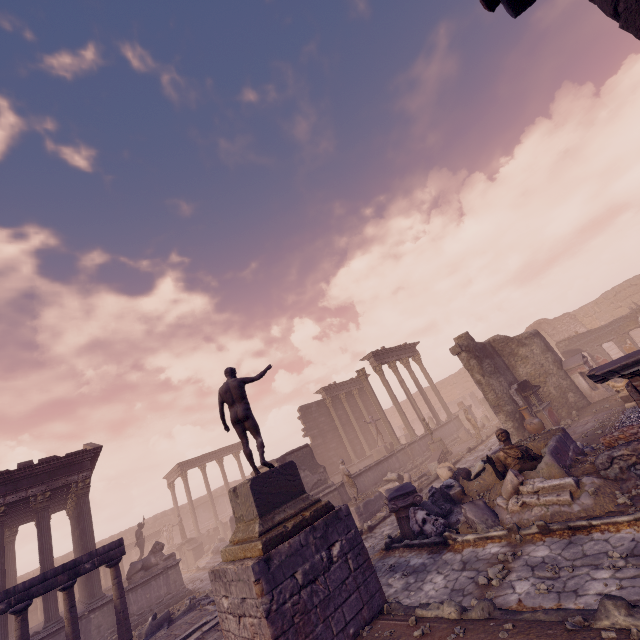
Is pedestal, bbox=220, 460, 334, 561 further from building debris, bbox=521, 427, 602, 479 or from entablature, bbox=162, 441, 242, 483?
entablature, bbox=162, 441, 242, 483

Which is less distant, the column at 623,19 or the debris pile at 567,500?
the column at 623,19

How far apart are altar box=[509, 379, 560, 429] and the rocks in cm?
935

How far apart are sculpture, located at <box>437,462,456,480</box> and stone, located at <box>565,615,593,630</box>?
8.6m

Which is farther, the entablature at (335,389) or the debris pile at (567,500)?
the entablature at (335,389)

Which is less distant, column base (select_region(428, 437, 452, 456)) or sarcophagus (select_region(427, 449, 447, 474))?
sarcophagus (select_region(427, 449, 447, 474))

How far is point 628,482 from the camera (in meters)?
6.32

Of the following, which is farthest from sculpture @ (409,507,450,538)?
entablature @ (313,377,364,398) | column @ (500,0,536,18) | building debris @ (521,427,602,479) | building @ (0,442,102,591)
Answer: entablature @ (313,377,364,398)
